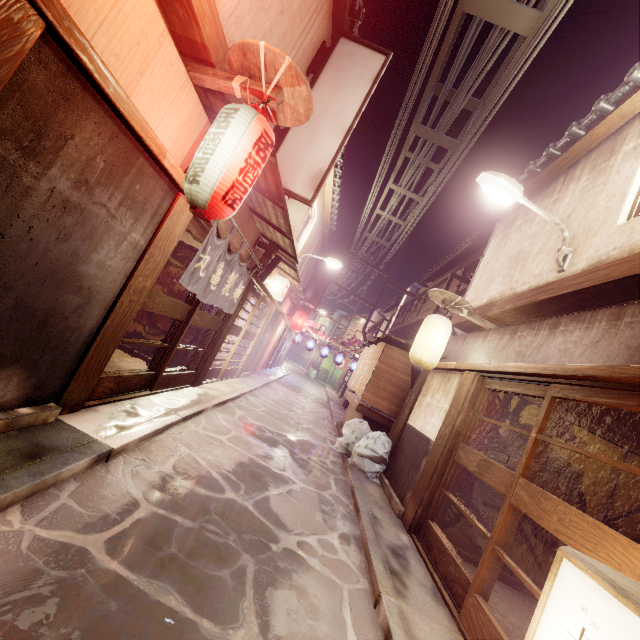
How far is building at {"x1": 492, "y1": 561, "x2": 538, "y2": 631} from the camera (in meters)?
7.95

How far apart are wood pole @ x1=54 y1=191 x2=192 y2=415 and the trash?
9.82m

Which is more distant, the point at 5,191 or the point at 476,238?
the point at 476,238

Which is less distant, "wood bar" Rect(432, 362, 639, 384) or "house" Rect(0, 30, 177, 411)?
"house" Rect(0, 30, 177, 411)

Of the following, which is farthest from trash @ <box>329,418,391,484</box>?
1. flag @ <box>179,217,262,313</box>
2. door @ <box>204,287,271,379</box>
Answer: flag @ <box>179,217,262,313</box>

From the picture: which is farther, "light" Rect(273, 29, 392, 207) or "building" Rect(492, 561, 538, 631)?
"light" Rect(273, 29, 392, 207)

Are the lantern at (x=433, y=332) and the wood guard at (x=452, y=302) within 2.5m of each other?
yes

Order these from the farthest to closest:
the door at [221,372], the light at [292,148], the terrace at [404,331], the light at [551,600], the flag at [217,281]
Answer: the terrace at [404,331], the door at [221,372], the light at [292,148], the flag at [217,281], the light at [551,600]
